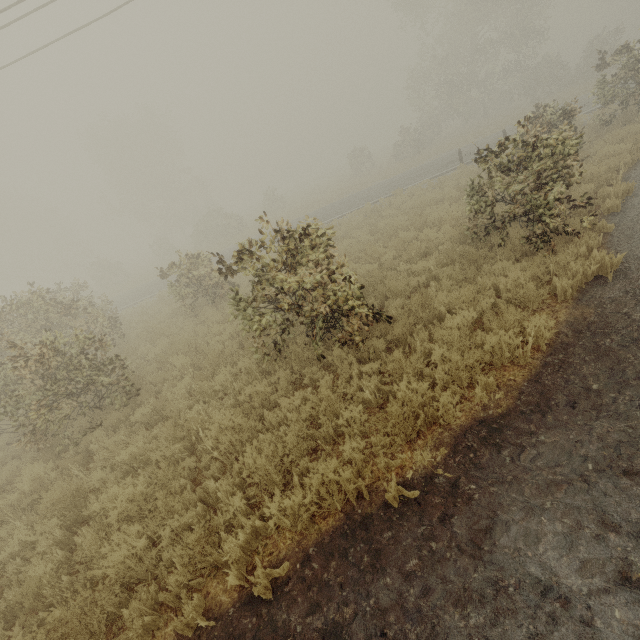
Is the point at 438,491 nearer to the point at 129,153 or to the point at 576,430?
the point at 576,430
